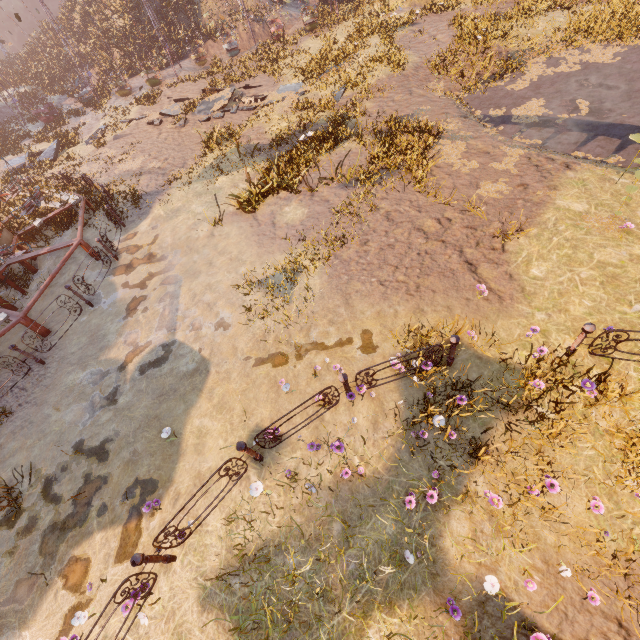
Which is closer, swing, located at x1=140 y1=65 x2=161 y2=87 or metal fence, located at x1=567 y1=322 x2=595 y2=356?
metal fence, located at x1=567 y1=322 x2=595 y2=356

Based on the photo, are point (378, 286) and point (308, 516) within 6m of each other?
yes

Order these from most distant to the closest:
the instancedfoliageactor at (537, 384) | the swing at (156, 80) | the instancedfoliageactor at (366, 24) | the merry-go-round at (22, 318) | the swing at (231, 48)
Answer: the swing at (231, 48) → the swing at (156, 80) → the instancedfoliageactor at (366, 24) → the merry-go-round at (22, 318) → the instancedfoliageactor at (537, 384)

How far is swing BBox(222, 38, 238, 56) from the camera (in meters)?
22.54

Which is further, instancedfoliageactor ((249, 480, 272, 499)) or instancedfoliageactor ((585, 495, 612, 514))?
instancedfoliageactor ((249, 480, 272, 499))

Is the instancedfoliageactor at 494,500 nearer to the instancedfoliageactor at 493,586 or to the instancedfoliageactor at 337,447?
the instancedfoliageactor at 493,586

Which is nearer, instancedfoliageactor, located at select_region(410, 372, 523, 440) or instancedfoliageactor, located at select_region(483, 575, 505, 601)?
instancedfoliageactor, located at select_region(483, 575, 505, 601)

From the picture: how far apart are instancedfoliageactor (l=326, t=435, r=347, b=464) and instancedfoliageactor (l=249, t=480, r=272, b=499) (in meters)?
1.27
